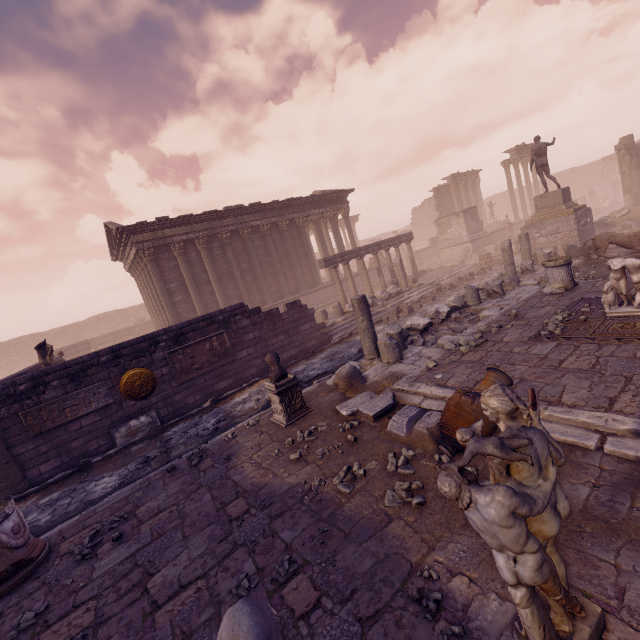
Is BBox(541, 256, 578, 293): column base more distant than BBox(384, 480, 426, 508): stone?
Yes

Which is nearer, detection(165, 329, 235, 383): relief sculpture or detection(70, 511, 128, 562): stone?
detection(70, 511, 128, 562): stone

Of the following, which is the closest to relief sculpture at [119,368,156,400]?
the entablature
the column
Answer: the column

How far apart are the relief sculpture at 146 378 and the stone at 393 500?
8.1 meters

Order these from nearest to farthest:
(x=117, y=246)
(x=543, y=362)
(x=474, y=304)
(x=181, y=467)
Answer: (x=543, y=362) → (x=181, y=467) → (x=474, y=304) → (x=117, y=246)

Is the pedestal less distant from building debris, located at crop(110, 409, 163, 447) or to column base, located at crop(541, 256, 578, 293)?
building debris, located at crop(110, 409, 163, 447)

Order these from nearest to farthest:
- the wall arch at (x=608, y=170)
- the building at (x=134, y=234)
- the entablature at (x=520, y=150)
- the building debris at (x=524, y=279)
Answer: the building debris at (x=524, y=279)
the building at (x=134, y=234)
the entablature at (x=520, y=150)
the wall arch at (x=608, y=170)

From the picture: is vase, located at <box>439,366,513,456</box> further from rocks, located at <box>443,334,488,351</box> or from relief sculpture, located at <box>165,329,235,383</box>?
relief sculpture, located at <box>165,329,235,383</box>
